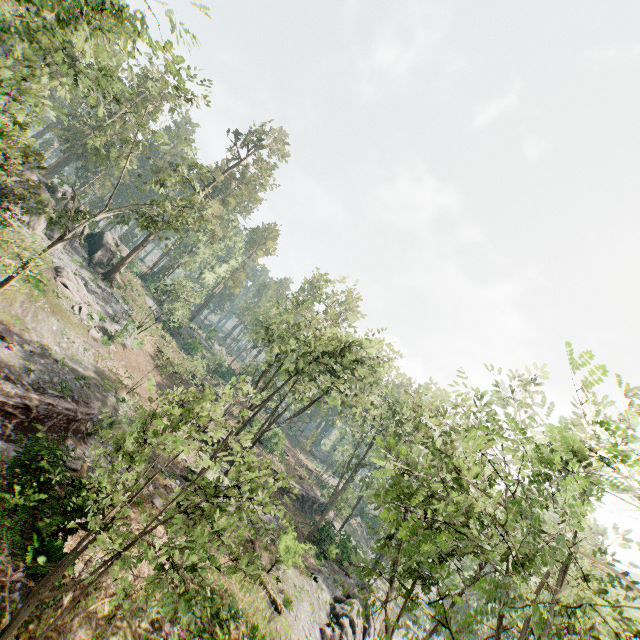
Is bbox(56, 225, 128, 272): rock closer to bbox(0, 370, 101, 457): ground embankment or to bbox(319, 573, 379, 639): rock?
bbox(0, 370, 101, 457): ground embankment

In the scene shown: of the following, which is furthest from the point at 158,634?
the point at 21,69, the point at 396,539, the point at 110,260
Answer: the point at 110,260

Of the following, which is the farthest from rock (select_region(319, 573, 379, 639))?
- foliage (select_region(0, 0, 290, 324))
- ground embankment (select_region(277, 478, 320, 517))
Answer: ground embankment (select_region(277, 478, 320, 517))

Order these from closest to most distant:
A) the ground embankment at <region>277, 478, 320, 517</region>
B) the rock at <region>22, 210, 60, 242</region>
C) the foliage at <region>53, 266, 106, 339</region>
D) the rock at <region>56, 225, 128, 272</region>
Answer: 1. the foliage at <region>53, 266, 106, 339</region>
2. the rock at <region>22, 210, 60, 242</region>
3. the ground embankment at <region>277, 478, 320, 517</region>
4. the rock at <region>56, 225, 128, 272</region>

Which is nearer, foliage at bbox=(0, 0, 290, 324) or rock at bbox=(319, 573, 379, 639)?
foliage at bbox=(0, 0, 290, 324)

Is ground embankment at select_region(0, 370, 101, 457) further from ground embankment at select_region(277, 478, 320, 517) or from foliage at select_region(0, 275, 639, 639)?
ground embankment at select_region(277, 478, 320, 517)

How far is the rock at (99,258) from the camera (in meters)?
41.78

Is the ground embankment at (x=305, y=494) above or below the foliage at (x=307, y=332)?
below
